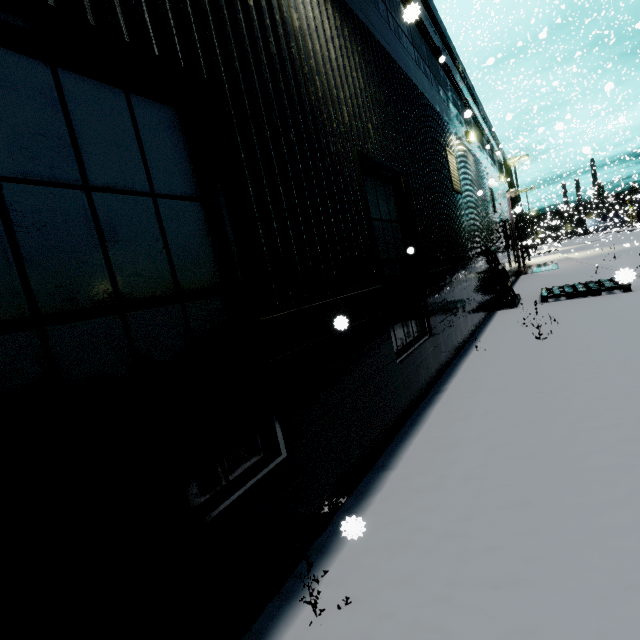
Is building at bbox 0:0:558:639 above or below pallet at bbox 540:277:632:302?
above

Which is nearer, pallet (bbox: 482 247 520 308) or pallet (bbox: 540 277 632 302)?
pallet (bbox: 540 277 632 302)

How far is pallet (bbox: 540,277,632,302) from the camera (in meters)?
8.34

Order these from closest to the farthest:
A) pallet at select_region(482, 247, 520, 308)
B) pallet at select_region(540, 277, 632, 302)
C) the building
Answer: the building → pallet at select_region(540, 277, 632, 302) → pallet at select_region(482, 247, 520, 308)

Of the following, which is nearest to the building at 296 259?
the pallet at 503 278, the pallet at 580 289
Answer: the pallet at 503 278

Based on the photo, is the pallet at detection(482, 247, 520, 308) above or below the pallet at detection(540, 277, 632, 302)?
above

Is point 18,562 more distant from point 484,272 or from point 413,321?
point 484,272

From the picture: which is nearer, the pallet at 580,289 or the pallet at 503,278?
the pallet at 580,289
